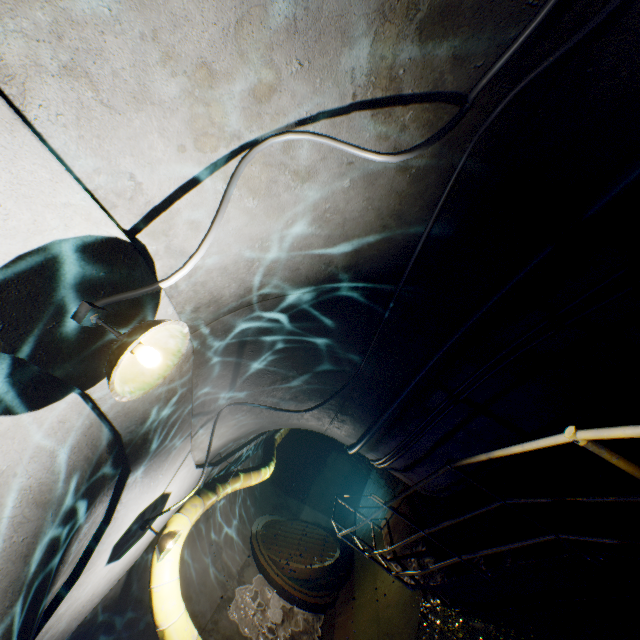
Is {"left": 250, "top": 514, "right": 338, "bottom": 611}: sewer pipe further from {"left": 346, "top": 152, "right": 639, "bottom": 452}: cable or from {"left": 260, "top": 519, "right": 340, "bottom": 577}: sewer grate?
{"left": 346, "top": 152, "right": 639, "bottom": 452}: cable

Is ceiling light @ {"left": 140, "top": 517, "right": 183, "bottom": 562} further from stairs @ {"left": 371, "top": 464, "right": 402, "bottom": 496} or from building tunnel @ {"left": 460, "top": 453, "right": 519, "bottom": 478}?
stairs @ {"left": 371, "top": 464, "right": 402, "bottom": 496}

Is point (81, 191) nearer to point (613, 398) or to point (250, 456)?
point (613, 398)

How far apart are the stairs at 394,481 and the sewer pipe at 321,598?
Result: 2.8m

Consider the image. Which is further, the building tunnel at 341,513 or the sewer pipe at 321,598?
the building tunnel at 341,513

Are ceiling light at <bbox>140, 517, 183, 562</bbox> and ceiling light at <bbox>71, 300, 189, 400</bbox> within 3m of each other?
no

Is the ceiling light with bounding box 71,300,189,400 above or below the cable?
above

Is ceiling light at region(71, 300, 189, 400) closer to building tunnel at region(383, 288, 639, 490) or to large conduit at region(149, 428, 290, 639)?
building tunnel at region(383, 288, 639, 490)
